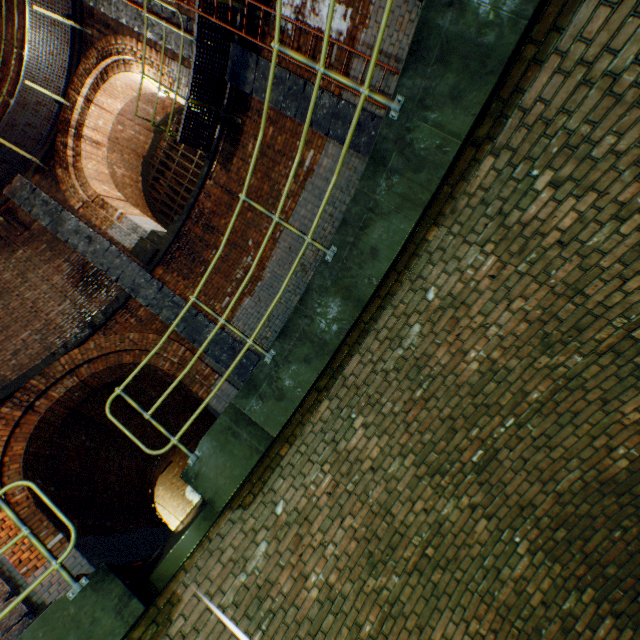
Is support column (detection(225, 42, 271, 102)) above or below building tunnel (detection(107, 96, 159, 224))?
below

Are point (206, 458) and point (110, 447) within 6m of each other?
no

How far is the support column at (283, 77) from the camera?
6.1 meters

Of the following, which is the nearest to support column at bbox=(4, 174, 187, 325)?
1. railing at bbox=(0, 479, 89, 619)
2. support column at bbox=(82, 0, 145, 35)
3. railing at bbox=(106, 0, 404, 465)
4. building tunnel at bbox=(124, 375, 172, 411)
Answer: building tunnel at bbox=(124, 375, 172, 411)

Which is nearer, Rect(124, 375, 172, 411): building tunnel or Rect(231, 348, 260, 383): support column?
Rect(231, 348, 260, 383): support column

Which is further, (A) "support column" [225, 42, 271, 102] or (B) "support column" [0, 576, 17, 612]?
(A) "support column" [225, 42, 271, 102]

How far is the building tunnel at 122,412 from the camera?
10.2m

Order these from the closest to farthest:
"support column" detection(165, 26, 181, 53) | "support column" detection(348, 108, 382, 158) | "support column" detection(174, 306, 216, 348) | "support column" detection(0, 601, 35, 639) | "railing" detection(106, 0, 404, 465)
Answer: "railing" detection(106, 0, 404, 465), "support column" detection(0, 601, 35, 639), "support column" detection(348, 108, 382, 158), "support column" detection(165, 26, 181, 53), "support column" detection(174, 306, 216, 348)
